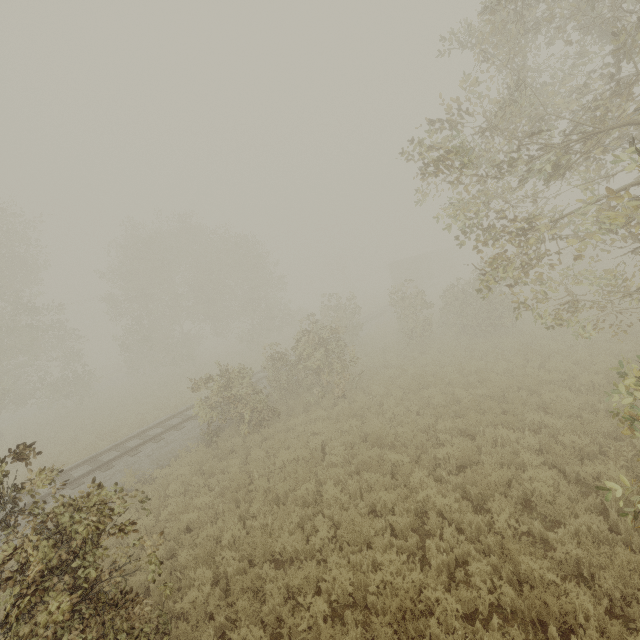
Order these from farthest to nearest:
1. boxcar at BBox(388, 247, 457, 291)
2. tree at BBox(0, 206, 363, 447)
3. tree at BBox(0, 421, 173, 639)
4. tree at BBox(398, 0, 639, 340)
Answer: boxcar at BBox(388, 247, 457, 291) → tree at BBox(0, 206, 363, 447) → tree at BBox(398, 0, 639, 340) → tree at BBox(0, 421, 173, 639)

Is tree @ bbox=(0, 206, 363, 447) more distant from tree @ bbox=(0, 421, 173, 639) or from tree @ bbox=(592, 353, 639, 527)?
tree @ bbox=(592, 353, 639, 527)

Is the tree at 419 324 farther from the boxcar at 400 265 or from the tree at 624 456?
the tree at 624 456

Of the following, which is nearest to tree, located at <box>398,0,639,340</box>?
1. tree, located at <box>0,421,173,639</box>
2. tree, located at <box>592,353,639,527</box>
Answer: tree, located at <box>0,421,173,639</box>

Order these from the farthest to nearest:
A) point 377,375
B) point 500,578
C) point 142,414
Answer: point 142,414 → point 377,375 → point 500,578

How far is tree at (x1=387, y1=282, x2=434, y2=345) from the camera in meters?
18.9 m

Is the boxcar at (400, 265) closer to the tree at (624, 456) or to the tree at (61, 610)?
the tree at (624, 456)

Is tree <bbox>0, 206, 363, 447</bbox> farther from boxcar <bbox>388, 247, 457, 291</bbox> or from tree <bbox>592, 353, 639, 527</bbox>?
tree <bbox>592, 353, 639, 527</bbox>
